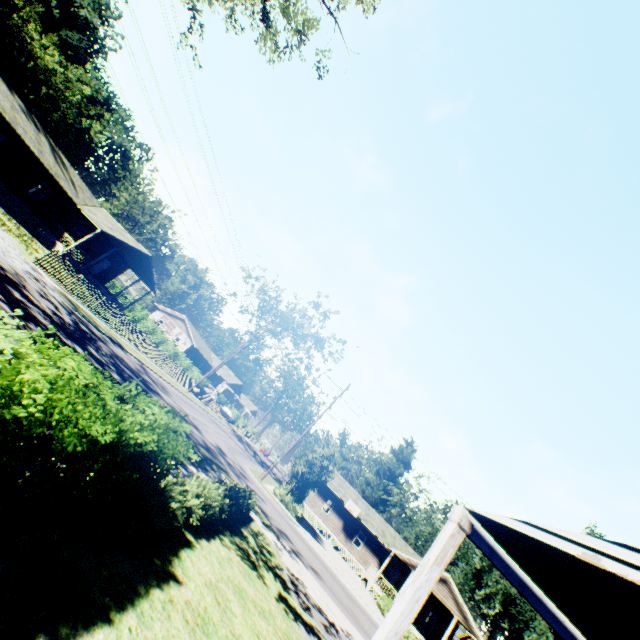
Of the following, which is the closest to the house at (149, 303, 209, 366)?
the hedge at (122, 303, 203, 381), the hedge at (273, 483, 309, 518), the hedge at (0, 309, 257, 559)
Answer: the hedge at (122, 303, 203, 381)

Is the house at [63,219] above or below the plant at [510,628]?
below

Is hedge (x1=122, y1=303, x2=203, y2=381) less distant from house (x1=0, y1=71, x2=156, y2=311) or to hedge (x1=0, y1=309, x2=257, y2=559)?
house (x1=0, y1=71, x2=156, y2=311)

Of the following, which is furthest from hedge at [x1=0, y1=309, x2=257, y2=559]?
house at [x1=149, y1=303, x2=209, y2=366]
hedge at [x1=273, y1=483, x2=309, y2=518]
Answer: house at [x1=149, y1=303, x2=209, y2=366]

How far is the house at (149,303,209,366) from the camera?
54.8m

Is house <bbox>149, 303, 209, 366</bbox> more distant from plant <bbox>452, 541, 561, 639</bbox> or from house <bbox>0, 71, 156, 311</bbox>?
plant <bbox>452, 541, 561, 639</bbox>

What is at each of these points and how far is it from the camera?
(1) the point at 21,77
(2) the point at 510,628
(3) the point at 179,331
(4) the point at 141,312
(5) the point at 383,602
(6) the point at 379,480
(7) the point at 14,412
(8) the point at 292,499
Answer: (1) plant, 52.5 meters
(2) plant, 47.5 meters
(3) house, 55.8 meters
(4) hedge, 44.1 meters
(5) hedge, 28.9 meters
(6) plant, 50.4 meters
(7) hedge, 2.4 meters
(8) hedge, 28.5 meters

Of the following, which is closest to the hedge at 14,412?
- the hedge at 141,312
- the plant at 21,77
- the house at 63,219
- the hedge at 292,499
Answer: the plant at 21,77
